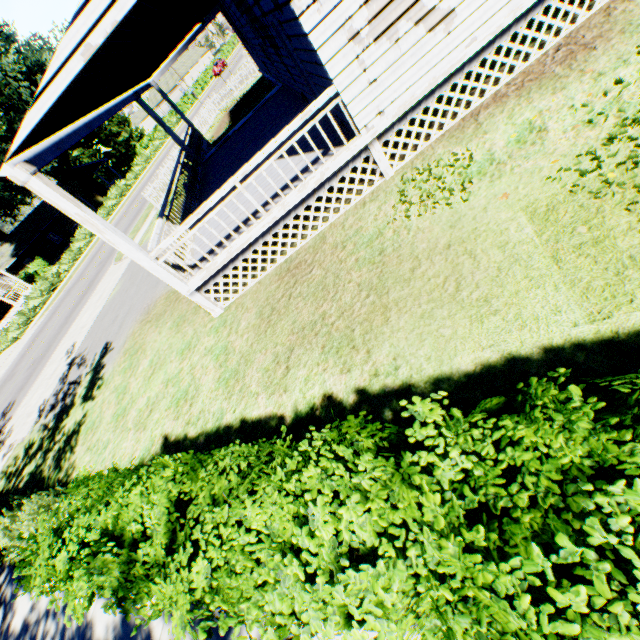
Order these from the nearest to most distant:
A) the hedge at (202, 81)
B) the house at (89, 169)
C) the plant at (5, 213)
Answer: the plant at (5, 213) → the house at (89, 169) → the hedge at (202, 81)

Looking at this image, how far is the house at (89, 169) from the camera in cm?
4556

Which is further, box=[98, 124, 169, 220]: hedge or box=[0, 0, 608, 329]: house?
box=[98, 124, 169, 220]: hedge

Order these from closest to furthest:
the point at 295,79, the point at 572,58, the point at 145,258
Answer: the point at 572,58 → the point at 145,258 → the point at 295,79

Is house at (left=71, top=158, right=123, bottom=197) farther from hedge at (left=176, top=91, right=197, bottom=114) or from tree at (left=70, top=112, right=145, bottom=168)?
hedge at (left=176, top=91, right=197, bottom=114)

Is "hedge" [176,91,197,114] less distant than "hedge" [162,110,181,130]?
No

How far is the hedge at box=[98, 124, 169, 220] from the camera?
35.0m

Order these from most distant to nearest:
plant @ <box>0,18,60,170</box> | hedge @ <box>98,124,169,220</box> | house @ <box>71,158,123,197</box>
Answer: house @ <box>71,158,123,197</box> < hedge @ <box>98,124,169,220</box> < plant @ <box>0,18,60,170</box>
